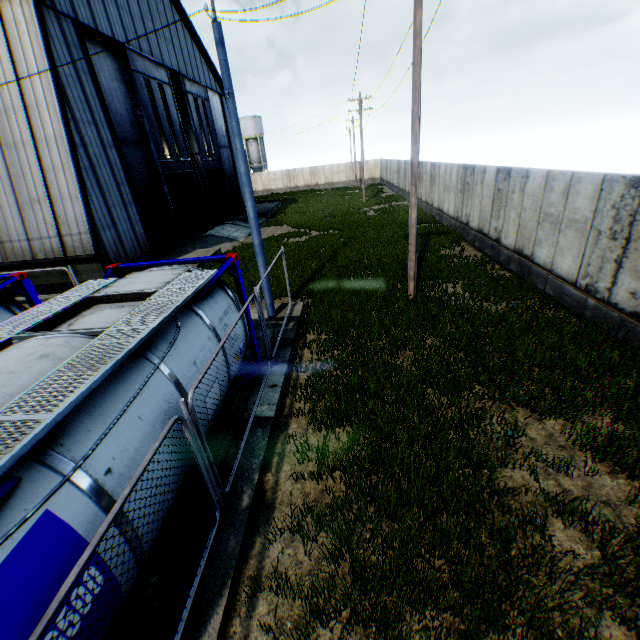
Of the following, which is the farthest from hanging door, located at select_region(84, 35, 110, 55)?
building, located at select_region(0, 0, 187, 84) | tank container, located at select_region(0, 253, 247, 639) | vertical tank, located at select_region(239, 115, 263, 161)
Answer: vertical tank, located at select_region(239, 115, 263, 161)

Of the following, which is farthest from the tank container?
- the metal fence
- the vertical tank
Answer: the vertical tank

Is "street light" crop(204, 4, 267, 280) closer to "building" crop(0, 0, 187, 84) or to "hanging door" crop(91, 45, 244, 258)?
"building" crop(0, 0, 187, 84)

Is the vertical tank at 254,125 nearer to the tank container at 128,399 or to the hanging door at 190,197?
the hanging door at 190,197

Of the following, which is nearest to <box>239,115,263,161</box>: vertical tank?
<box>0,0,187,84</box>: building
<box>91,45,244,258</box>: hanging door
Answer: <box>0,0,187,84</box>: building

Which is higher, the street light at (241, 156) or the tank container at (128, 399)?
the street light at (241, 156)

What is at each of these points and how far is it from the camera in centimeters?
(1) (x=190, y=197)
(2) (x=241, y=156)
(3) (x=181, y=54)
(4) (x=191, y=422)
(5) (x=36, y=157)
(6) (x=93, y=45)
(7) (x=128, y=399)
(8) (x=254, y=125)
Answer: (1) hanging door, 2308cm
(2) street light, 871cm
(3) building, 2338cm
(4) metal fence, 407cm
(5) building, 1291cm
(6) hanging door, 1554cm
(7) tank container, 372cm
(8) vertical tank, 5734cm

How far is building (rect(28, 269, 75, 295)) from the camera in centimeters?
1432cm
